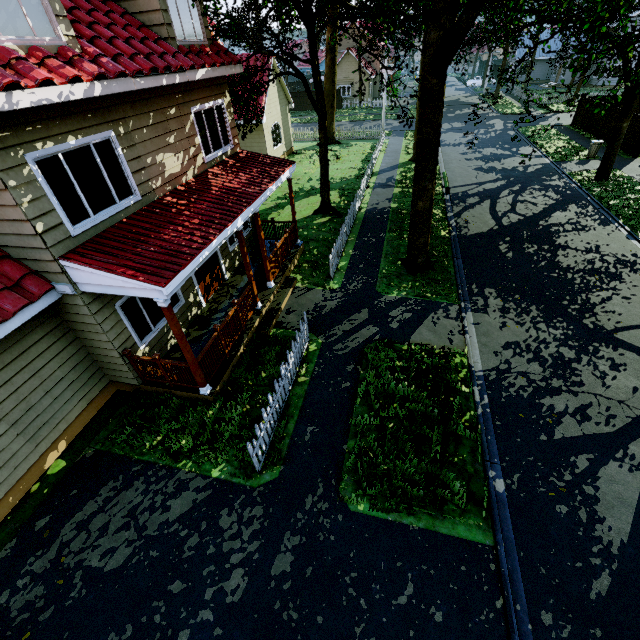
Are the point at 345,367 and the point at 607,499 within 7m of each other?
yes

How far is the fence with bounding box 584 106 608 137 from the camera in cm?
2397

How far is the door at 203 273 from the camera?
10.1 meters

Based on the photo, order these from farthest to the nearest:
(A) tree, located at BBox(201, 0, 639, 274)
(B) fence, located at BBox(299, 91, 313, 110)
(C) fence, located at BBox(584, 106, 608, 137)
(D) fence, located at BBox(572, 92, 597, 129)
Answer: (B) fence, located at BBox(299, 91, 313, 110)
(D) fence, located at BBox(572, 92, 597, 129)
(C) fence, located at BBox(584, 106, 608, 137)
(A) tree, located at BBox(201, 0, 639, 274)

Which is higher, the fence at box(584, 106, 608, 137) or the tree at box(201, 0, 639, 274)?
the tree at box(201, 0, 639, 274)

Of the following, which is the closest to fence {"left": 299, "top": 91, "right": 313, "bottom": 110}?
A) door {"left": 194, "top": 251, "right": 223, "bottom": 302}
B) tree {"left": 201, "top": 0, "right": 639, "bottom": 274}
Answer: tree {"left": 201, "top": 0, "right": 639, "bottom": 274}

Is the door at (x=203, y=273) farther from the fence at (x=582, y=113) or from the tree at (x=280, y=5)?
the tree at (x=280, y=5)
